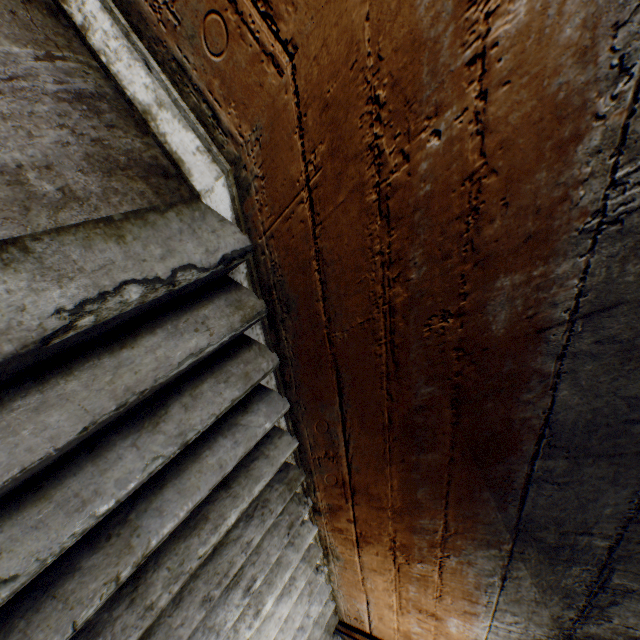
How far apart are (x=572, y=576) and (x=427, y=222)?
1.5 meters
